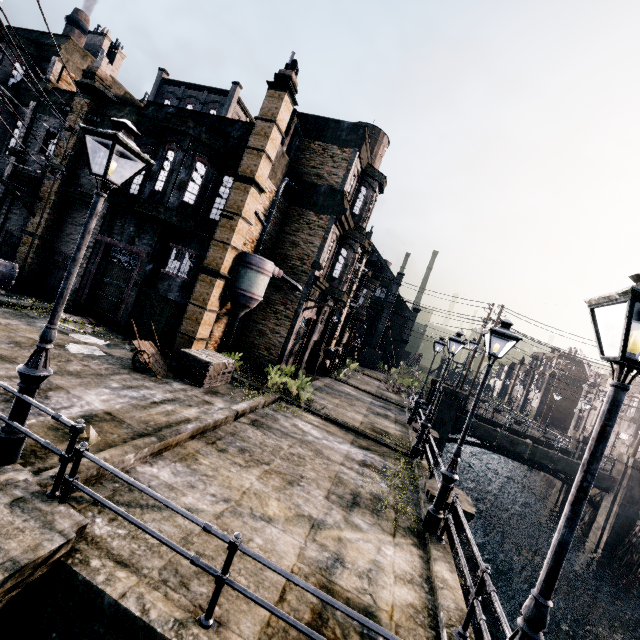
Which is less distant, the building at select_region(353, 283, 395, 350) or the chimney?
the chimney

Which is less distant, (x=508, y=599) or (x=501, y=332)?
(x=501, y=332)

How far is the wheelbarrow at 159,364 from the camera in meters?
12.1 m

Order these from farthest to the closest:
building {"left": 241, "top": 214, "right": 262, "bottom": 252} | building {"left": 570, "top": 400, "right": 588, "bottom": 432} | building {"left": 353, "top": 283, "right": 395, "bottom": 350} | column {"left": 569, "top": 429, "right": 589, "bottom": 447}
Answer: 1. building {"left": 570, "top": 400, "right": 588, "bottom": 432}
2. building {"left": 353, "top": 283, "right": 395, "bottom": 350}
3. column {"left": 569, "top": 429, "right": 589, "bottom": 447}
4. building {"left": 241, "top": 214, "right": 262, "bottom": 252}

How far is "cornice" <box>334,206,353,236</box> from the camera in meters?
19.2

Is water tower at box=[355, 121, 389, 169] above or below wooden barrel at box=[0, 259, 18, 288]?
→ above

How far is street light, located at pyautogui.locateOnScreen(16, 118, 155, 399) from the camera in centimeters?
502cm

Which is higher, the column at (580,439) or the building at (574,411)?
the building at (574,411)
